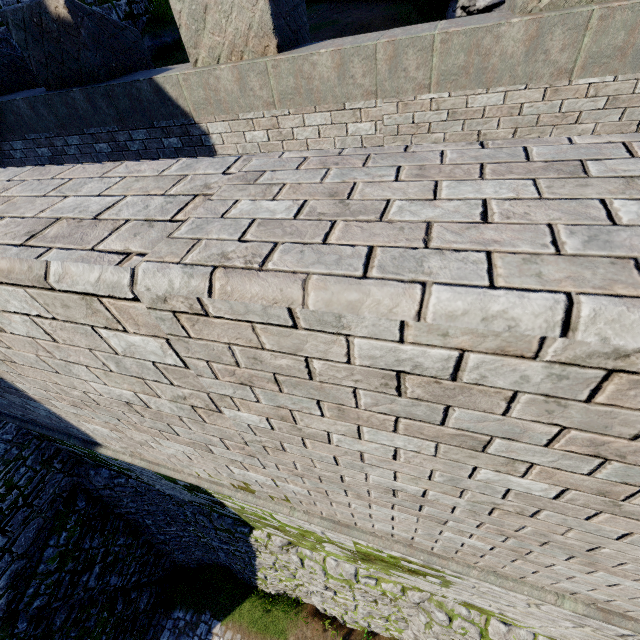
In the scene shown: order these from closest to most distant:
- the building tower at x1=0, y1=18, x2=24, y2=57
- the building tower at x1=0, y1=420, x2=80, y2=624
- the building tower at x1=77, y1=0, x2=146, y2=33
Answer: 1. the building tower at x1=0, y1=18, x2=24, y2=57
2. the building tower at x1=0, y1=420, x2=80, y2=624
3. the building tower at x1=77, y1=0, x2=146, y2=33

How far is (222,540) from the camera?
10.8 meters

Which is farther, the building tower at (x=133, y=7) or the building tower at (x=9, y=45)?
the building tower at (x=133, y=7)

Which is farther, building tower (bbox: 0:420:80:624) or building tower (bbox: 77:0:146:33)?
building tower (bbox: 77:0:146:33)

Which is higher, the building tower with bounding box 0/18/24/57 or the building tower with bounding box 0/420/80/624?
the building tower with bounding box 0/18/24/57

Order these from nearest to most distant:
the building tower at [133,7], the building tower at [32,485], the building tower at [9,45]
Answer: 1. the building tower at [9,45]
2. the building tower at [32,485]
3. the building tower at [133,7]
